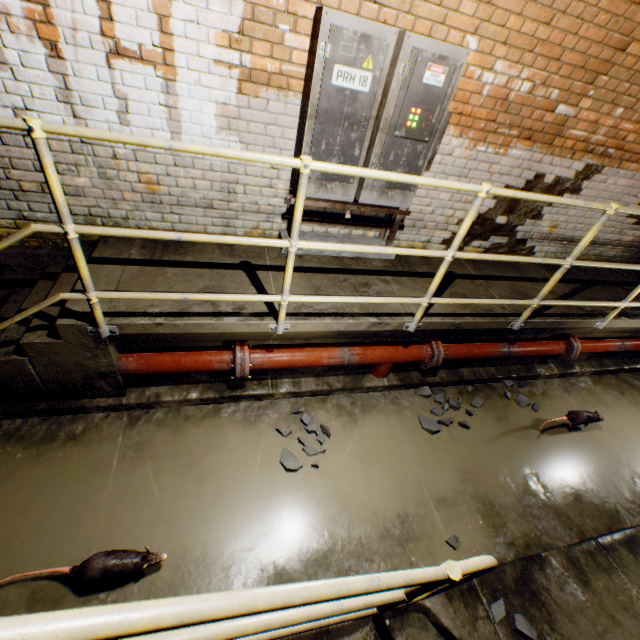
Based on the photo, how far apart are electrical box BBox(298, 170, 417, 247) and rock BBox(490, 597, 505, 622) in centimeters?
312cm

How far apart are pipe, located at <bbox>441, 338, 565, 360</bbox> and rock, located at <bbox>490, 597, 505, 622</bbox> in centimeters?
237cm

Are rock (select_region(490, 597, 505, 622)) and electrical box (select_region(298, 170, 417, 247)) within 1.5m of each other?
no

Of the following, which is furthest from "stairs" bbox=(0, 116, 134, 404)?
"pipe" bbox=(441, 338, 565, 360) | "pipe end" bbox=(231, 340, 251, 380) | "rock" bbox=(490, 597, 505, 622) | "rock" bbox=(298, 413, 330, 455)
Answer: "pipe" bbox=(441, 338, 565, 360)

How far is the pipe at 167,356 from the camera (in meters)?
2.61

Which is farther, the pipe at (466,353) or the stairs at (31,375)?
the pipe at (466,353)

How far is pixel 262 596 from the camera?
0.8m

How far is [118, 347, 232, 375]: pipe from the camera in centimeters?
261cm
